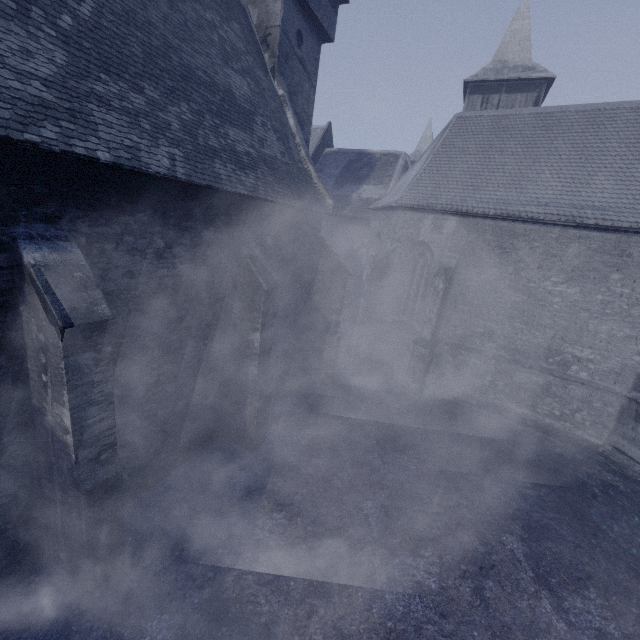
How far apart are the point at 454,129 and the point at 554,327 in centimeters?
984cm
